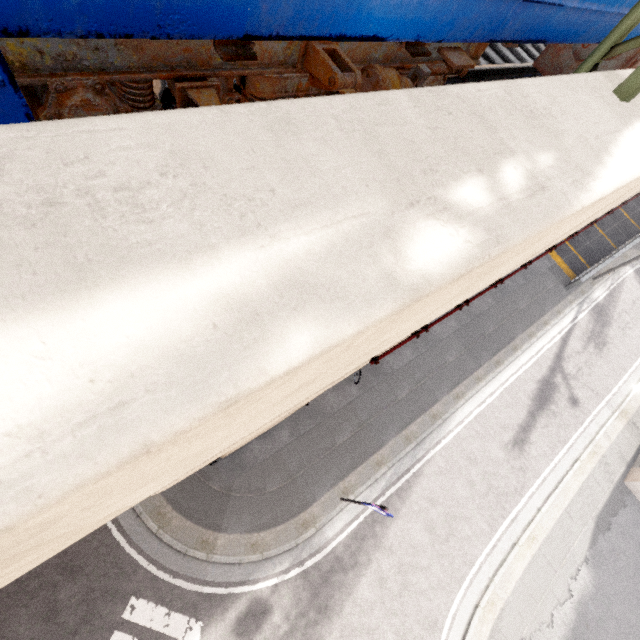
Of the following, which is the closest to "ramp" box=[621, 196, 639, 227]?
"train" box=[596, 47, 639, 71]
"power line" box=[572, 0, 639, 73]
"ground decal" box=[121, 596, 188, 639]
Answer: "train" box=[596, 47, 639, 71]

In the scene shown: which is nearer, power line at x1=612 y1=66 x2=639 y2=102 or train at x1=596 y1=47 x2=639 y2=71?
power line at x1=612 y1=66 x2=639 y2=102

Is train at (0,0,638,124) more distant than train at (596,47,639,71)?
No

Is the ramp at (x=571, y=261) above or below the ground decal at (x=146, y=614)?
above

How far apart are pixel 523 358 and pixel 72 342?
17.7 meters

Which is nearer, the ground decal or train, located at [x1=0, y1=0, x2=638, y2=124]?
train, located at [x1=0, y1=0, x2=638, y2=124]

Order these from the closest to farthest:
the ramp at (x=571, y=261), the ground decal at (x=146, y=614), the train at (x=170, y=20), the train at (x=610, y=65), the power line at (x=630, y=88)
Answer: the train at (x=170, y=20) < the power line at (x=630, y=88) < the train at (x=610, y=65) < the ground decal at (x=146, y=614) < the ramp at (x=571, y=261)

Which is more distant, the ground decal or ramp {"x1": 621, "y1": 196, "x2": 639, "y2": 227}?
ramp {"x1": 621, "y1": 196, "x2": 639, "y2": 227}
